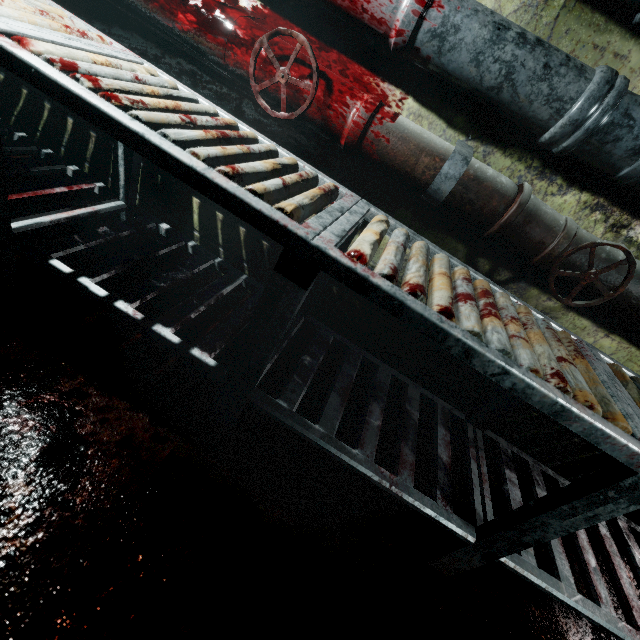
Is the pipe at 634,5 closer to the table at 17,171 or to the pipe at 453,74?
the pipe at 453,74

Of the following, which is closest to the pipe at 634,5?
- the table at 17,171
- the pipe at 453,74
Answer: the pipe at 453,74

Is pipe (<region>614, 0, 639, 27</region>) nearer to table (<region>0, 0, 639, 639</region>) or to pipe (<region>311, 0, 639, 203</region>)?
pipe (<region>311, 0, 639, 203</region>)

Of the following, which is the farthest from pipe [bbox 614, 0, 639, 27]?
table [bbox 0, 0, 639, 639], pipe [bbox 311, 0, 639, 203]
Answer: table [bbox 0, 0, 639, 639]

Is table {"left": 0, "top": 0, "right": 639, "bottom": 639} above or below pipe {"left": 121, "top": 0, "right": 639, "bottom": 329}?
below

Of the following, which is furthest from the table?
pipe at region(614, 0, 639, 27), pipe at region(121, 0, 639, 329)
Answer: pipe at region(614, 0, 639, 27)

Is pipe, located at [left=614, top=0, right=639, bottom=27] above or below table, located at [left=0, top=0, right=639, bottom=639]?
above

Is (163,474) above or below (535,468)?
below
